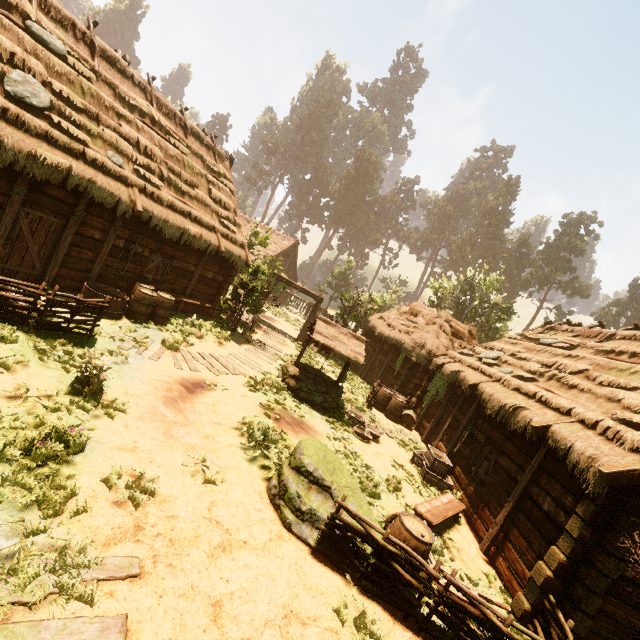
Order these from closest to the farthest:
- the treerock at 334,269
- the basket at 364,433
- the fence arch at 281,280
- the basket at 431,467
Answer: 1. the basket at 431,467
2. the basket at 364,433
3. the fence arch at 281,280
4. the treerock at 334,269

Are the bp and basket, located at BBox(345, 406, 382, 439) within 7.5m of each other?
no

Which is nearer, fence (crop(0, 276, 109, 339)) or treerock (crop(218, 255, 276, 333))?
fence (crop(0, 276, 109, 339))

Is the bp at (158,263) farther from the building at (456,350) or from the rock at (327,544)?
the rock at (327,544)

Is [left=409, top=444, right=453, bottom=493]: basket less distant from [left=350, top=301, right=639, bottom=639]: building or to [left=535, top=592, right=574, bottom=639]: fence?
[left=350, top=301, right=639, bottom=639]: building

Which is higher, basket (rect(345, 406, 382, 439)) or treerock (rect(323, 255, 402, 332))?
treerock (rect(323, 255, 402, 332))

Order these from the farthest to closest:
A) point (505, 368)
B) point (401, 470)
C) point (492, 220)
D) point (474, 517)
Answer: point (492, 220) → point (505, 368) → point (401, 470) → point (474, 517)

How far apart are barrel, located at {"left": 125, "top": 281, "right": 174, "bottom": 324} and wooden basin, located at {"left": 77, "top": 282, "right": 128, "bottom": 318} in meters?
0.1
